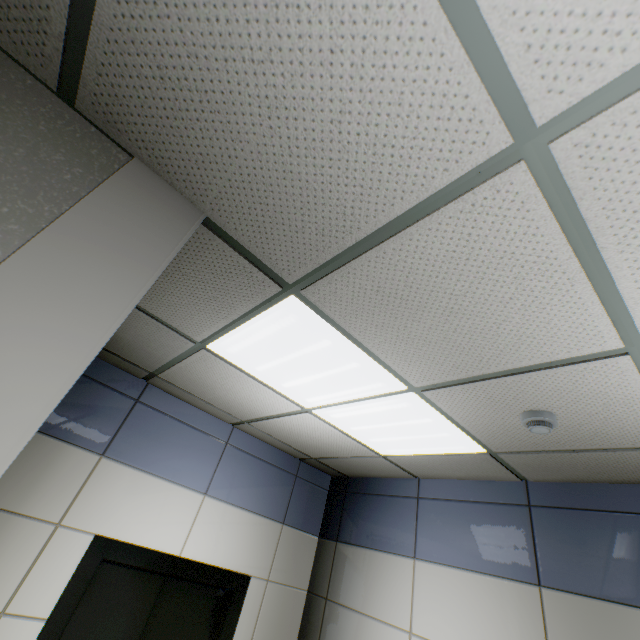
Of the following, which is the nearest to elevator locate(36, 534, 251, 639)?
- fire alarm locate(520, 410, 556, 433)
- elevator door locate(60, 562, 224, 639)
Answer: elevator door locate(60, 562, 224, 639)

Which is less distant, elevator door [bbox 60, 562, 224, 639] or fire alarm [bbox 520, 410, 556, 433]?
fire alarm [bbox 520, 410, 556, 433]

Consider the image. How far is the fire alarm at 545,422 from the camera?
1.7m

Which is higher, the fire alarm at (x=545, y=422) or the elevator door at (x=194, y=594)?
the fire alarm at (x=545, y=422)

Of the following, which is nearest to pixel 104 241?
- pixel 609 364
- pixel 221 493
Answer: pixel 609 364

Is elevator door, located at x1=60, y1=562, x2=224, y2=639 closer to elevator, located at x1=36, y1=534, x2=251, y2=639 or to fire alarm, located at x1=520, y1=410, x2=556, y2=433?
elevator, located at x1=36, y1=534, x2=251, y2=639

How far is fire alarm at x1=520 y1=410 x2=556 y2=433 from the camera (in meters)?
1.73
